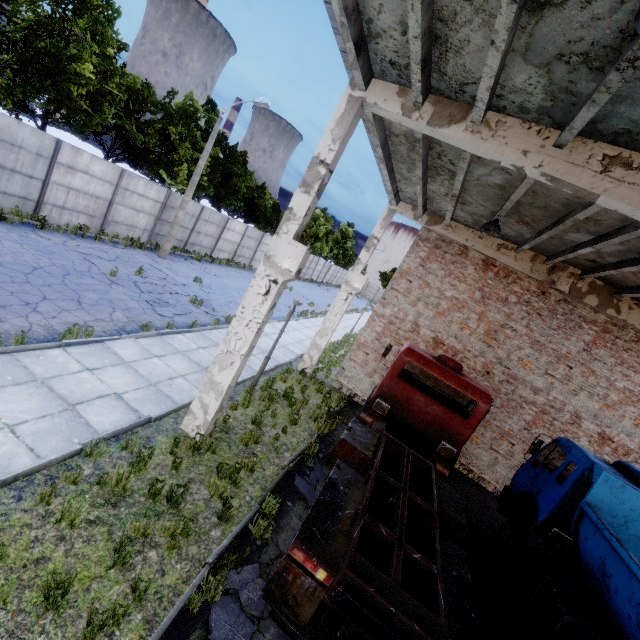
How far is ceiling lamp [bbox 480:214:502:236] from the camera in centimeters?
829cm

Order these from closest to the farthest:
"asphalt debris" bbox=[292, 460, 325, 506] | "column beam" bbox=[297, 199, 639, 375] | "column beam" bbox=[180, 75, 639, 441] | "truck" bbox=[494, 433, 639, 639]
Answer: "column beam" bbox=[180, 75, 639, 441] → "truck" bbox=[494, 433, 639, 639] → "asphalt debris" bbox=[292, 460, 325, 506] → "column beam" bbox=[297, 199, 639, 375]

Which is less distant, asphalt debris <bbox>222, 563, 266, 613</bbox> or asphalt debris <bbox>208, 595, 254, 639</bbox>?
asphalt debris <bbox>208, 595, 254, 639</bbox>

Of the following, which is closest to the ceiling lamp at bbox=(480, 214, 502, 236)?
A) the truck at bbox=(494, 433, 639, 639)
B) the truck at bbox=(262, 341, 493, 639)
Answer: the truck at bbox=(262, 341, 493, 639)

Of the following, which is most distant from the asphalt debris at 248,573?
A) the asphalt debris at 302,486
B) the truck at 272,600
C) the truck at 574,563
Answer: the truck at 574,563

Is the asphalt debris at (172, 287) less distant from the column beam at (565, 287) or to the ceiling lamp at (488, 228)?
the column beam at (565, 287)

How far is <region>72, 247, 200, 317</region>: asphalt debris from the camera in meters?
12.8

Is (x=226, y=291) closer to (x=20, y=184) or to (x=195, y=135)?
(x=20, y=184)
